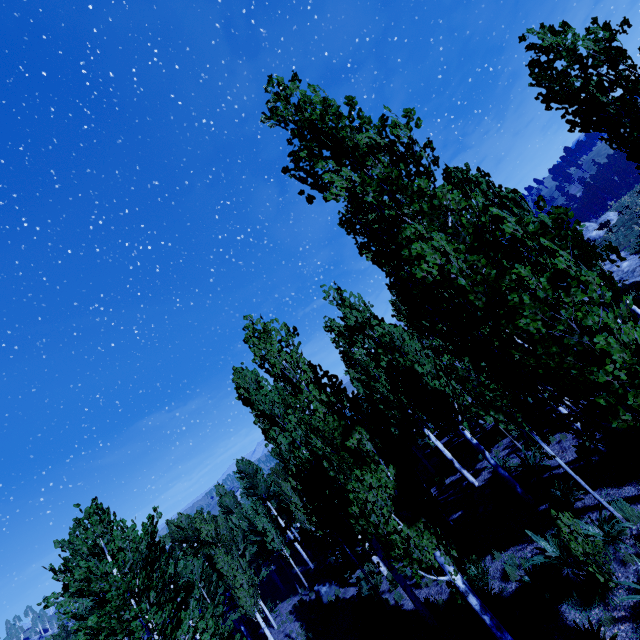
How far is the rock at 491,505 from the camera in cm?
1199

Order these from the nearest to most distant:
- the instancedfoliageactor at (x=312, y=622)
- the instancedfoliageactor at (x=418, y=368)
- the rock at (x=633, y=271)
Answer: the instancedfoliageactor at (x=418, y=368) → the rock at (x=633, y=271) → the instancedfoliageactor at (x=312, y=622)

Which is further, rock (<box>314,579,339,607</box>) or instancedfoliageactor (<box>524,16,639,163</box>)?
rock (<box>314,579,339,607</box>)

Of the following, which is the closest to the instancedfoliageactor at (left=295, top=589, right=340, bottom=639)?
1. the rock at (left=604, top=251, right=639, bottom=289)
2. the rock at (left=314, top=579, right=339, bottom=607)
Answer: the rock at (left=604, top=251, right=639, bottom=289)

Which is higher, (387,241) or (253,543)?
(387,241)

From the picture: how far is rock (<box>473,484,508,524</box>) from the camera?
12.0 meters

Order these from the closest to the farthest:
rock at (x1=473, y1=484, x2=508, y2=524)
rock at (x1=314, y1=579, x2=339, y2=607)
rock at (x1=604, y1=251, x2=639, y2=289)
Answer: rock at (x1=473, y1=484, x2=508, y2=524), rock at (x1=604, y1=251, x2=639, y2=289), rock at (x1=314, y1=579, x2=339, y2=607)

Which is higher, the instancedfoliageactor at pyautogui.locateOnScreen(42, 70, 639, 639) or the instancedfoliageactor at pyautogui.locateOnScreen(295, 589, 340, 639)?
the instancedfoliageactor at pyautogui.locateOnScreen(42, 70, 639, 639)
